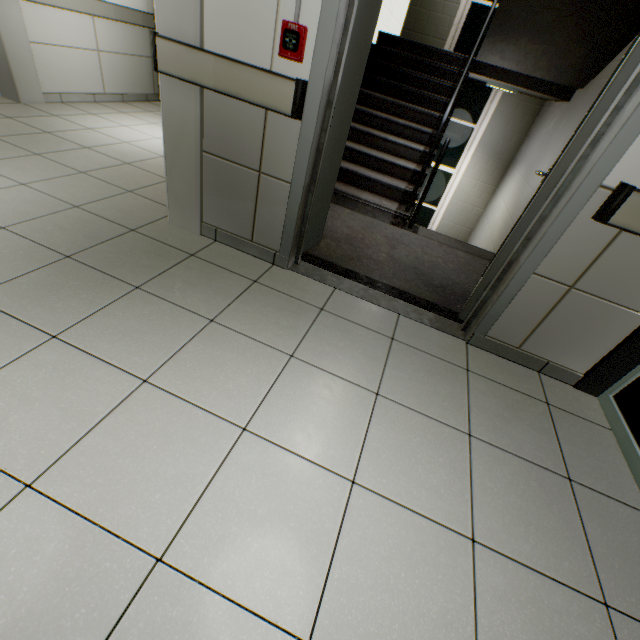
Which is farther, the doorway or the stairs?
the stairs

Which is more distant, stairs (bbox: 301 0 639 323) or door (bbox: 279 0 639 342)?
stairs (bbox: 301 0 639 323)

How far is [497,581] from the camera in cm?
115

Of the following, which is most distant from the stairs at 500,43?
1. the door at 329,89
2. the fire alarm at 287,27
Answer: the fire alarm at 287,27

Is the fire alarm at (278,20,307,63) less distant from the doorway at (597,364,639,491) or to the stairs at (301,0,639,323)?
the stairs at (301,0,639,323)

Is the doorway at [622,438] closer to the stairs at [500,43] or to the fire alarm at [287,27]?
the stairs at [500,43]

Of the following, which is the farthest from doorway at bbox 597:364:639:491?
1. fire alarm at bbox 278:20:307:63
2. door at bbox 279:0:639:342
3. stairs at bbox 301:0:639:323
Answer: fire alarm at bbox 278:20:307:63

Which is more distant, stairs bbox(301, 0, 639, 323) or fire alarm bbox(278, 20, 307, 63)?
stairs bbox(301, 0, 639, 323)
